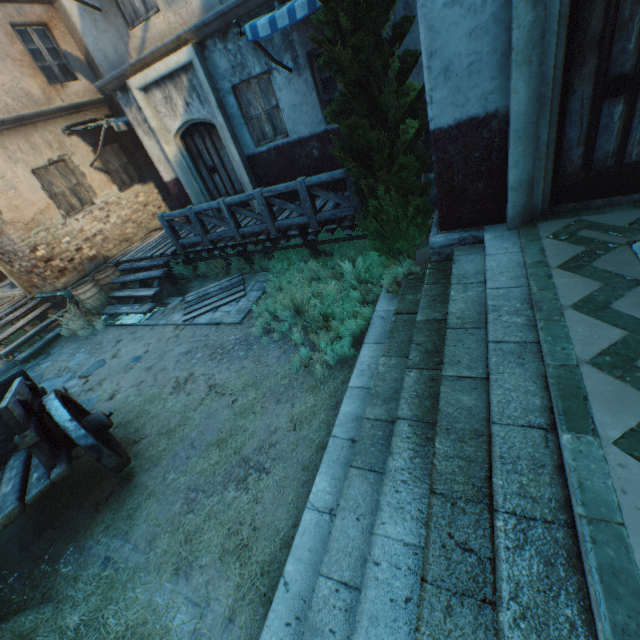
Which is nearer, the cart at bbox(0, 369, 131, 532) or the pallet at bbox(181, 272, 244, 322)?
the cart at bbox(0, 369, 131, 532)

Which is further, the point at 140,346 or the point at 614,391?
the point at 140,346

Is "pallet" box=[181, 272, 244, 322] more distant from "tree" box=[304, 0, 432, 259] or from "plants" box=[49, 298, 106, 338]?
"tree" box=[304, 0, 432, 259]

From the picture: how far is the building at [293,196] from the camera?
8.6m

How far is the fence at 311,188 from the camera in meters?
6.0 m

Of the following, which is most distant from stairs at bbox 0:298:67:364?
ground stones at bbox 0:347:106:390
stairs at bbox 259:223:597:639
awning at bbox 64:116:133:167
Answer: stairs at bbox 259:223:597:639

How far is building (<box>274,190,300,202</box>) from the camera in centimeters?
855cm

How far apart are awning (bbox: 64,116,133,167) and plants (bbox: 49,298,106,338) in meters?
4.2 m
